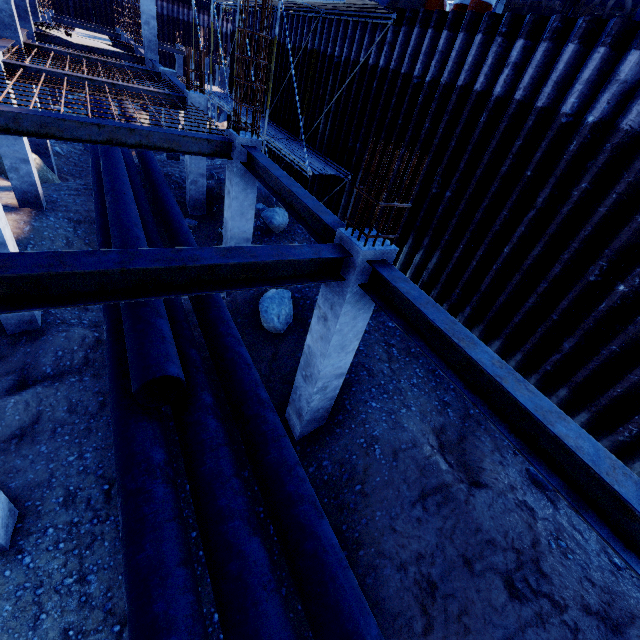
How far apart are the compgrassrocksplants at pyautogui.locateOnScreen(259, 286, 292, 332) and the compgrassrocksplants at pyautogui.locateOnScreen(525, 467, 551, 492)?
5.8m

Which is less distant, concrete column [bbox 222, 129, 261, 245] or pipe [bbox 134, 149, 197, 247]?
concrete column [bbox 222, 129, 261, 245]

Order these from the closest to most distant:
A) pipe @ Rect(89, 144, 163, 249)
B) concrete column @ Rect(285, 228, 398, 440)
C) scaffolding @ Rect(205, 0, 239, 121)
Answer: concrete column @ Rect(285, 228, 398, 440) → pipe @ Rect(89, 144, 163, 249) → scaffolding @ Rect(205, 0, 239, 121)

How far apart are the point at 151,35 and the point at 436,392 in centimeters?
2117cm

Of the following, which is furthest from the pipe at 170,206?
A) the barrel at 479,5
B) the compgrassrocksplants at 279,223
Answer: the barrel at 479,5

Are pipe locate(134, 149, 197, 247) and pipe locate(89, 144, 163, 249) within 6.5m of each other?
yes

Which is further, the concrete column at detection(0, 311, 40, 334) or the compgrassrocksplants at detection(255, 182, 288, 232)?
the compgrassrocksplants at detection(255, 182, 288, 232)

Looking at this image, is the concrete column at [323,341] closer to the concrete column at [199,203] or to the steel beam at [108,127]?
the steel beam at [108,127]
